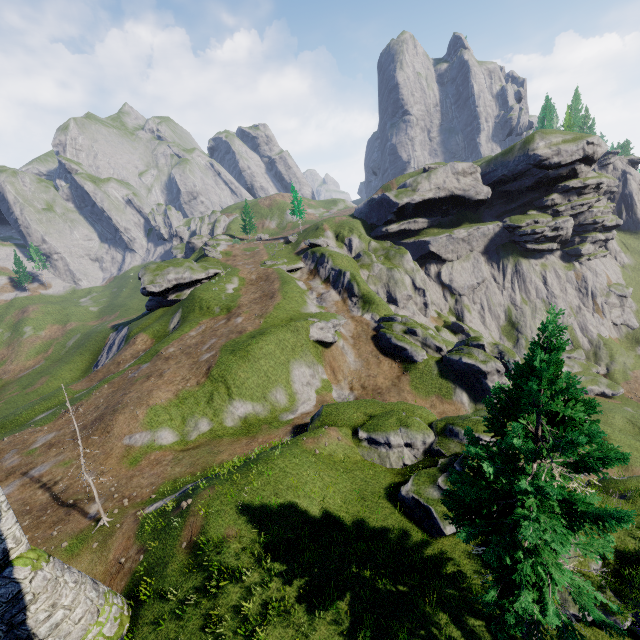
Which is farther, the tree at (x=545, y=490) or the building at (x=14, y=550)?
the building at (x=14, y=550)

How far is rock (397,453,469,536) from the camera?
16.2 meters

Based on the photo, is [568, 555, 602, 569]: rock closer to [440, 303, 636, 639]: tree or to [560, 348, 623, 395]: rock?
[440, 303, 636, 639]: tree

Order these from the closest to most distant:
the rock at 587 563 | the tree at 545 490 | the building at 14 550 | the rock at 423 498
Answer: the tree at 545 490
the building at 14 550
the rock at 587 563
the rock at 423 498

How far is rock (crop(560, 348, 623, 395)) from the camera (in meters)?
51.62

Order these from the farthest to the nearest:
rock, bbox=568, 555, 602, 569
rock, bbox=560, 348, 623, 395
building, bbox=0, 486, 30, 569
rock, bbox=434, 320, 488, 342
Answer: rock, bbox=434, 320, 488, 342, rock, bbox=560, 348, 623, 395, rock, bbox=568, 555, 602, 569, building, bbox=0, 486, 30, 569

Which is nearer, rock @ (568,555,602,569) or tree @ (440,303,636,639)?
tree @ (440,303,636,639)

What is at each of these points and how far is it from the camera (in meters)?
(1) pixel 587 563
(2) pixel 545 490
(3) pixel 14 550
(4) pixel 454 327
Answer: (1) rock, 13.59
(2) tree, 8.18
(3) building, 11.84
(4) rock, 56.69
